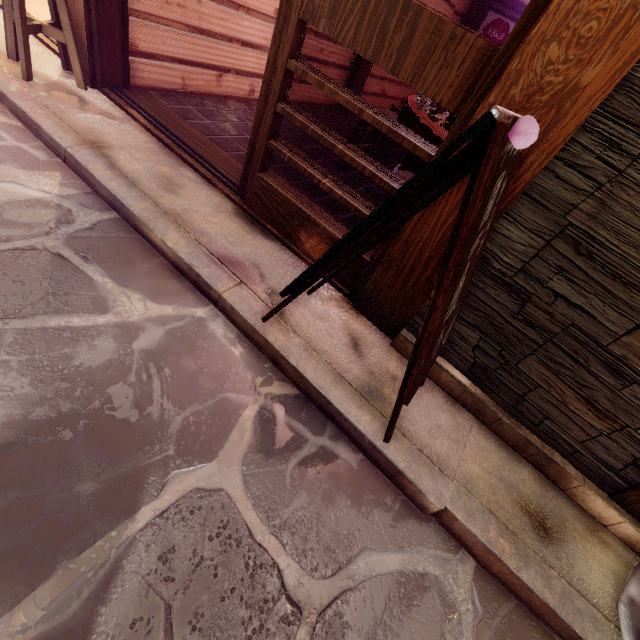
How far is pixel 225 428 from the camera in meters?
3.1 m

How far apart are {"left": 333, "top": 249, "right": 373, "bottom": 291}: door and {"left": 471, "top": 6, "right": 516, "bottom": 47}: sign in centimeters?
1636cm

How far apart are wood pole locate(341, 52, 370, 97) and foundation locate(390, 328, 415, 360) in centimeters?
1098cm

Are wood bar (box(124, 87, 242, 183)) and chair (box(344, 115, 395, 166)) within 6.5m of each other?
yes

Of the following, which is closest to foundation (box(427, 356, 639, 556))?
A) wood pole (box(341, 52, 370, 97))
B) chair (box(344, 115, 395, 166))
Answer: chair (box(344, 115, 395, 166))

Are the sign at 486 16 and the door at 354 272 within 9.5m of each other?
no

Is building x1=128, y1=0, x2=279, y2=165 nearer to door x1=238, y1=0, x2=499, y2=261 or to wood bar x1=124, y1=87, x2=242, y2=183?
wood bar x1=124, y1=87, x2=242, y2=183

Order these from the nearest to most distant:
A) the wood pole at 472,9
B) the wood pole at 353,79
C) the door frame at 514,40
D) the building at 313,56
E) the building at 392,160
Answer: the door frame at 514,40, the building at 313,56, the building at 392,160, the wood pole at 353,79, the wood pole at 472,9
